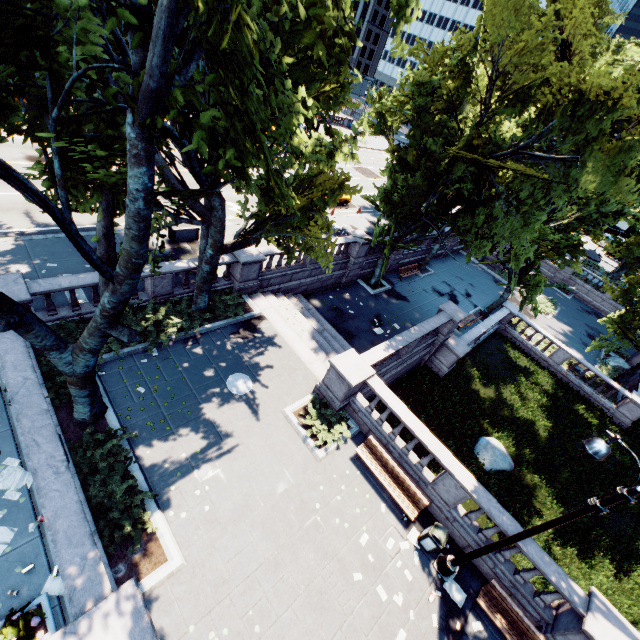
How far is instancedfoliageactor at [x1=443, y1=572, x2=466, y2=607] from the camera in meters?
10.1

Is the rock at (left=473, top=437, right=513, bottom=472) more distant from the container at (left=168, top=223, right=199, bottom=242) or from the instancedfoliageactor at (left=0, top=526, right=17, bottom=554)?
the container at (left=168, top=223, right=199, bottom=242)

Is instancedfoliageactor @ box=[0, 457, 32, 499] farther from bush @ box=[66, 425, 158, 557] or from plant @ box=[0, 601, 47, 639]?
plant @ box=[0, 601, 47, 639]

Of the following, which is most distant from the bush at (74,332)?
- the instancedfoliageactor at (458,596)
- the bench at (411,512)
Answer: the instancedfoliageactor at (458,596)

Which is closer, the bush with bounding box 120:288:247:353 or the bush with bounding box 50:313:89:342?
the bush with bounding box 50:313:89:342

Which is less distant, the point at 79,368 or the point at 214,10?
the point at 214,10

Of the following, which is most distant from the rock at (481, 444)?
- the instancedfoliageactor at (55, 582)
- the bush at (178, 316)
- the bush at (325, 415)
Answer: the instancedfoliageactor at (55, 582)

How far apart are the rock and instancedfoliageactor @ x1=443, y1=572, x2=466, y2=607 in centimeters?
706cm
